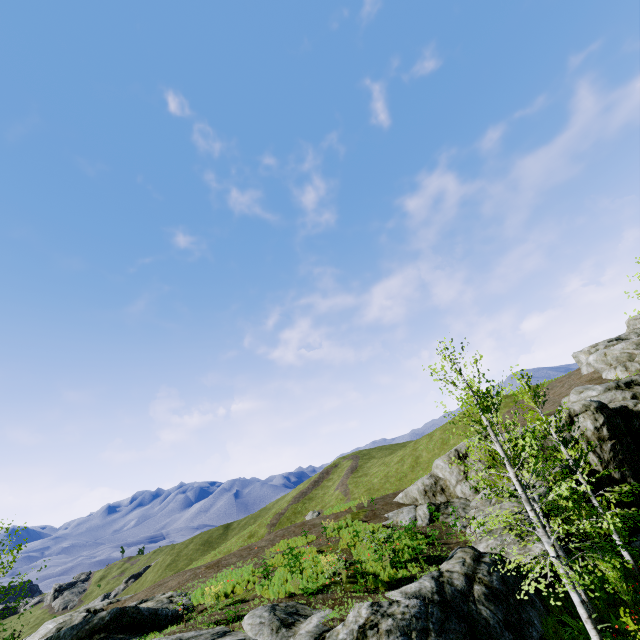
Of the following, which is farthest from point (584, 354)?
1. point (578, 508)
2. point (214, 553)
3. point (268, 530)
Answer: point (214, 553)

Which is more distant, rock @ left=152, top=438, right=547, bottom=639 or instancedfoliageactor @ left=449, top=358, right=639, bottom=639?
instancedfoliageactor @ left=449, top=358, right=639, bottom=639

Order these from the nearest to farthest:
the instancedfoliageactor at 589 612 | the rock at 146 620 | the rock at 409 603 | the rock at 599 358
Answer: the rock at 409 603, the instancedfoliageactor at 589 612, the rock at 146 620, the rock at 599 358

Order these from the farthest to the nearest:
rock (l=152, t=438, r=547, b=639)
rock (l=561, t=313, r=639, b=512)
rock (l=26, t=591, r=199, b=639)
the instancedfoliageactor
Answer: rock (l=561, t=313, r=639, b=512) < rock (l=26, t=591, r=199, b=639) < the instancedfoliageactor < rock (l=152, t=438, r=547, b=639)

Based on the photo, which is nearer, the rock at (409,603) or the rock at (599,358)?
the rock at (409,603)

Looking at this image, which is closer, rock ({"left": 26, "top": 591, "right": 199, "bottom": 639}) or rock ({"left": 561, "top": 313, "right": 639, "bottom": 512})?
rock ({"left": 26, "top": 591, "right": 199, "bottom": 639})
